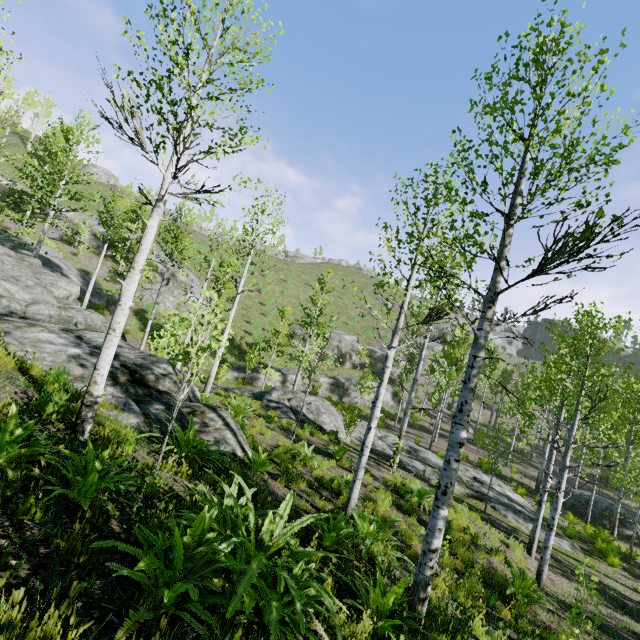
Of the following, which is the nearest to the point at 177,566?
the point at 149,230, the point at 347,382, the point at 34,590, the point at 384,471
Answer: the point at 34,590

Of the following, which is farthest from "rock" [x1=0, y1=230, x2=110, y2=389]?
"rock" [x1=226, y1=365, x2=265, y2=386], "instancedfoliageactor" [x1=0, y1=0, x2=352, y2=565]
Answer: "rock" [x1=226, y1=365, x2=265, y2=386]

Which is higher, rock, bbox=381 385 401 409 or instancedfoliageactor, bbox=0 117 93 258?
instancedfoliageactor, bbox=0 117 93 258

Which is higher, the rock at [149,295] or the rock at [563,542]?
the rock at [149,295]

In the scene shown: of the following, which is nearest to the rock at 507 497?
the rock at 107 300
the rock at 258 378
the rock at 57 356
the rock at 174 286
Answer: the rock at 57 356

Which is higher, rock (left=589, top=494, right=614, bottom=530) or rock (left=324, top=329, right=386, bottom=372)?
rock (left=324, top=329, right=386, bottom=372)

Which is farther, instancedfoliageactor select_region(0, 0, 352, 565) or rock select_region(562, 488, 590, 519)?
rock select_region(562, 488, 590, 519)

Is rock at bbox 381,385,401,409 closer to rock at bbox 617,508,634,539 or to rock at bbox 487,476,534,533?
rock at bbox 487,476,534,533
